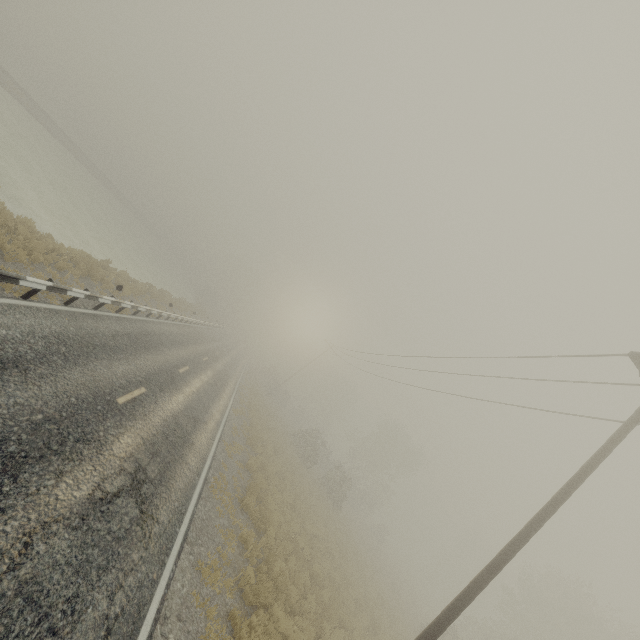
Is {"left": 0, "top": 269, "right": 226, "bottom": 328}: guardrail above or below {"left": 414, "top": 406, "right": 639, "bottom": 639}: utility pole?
below

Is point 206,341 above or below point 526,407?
below

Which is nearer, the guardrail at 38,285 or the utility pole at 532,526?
the utility pole at 532,526

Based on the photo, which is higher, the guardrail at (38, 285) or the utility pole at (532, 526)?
the utility pole at (532, 526)

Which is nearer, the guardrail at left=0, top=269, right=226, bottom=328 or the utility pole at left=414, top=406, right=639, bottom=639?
the utility pole at left=414, top=406, right=639, bottom=639
